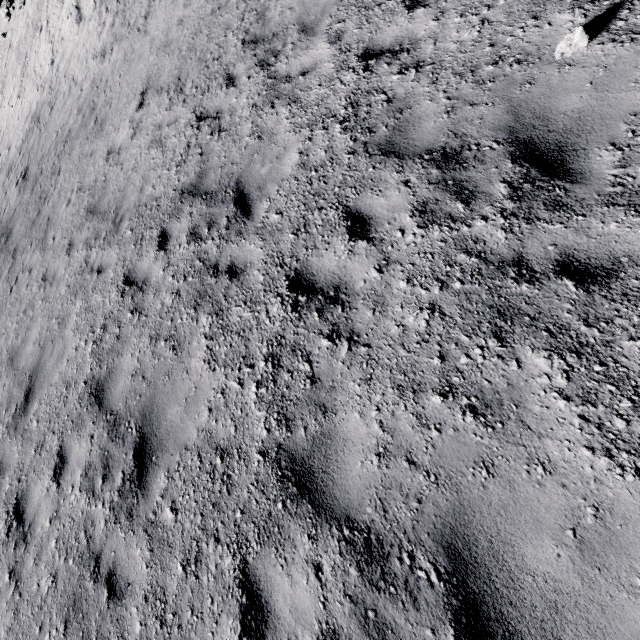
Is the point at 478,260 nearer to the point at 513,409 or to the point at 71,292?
the point at 513,409
